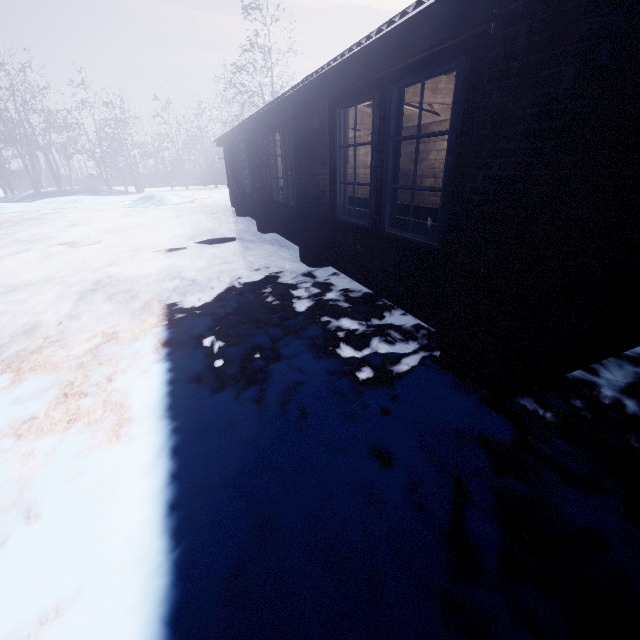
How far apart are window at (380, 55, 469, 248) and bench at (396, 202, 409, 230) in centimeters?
8cm

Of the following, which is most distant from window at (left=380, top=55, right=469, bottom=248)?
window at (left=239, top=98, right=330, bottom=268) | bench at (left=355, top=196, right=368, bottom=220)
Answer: window at (left=239, top=98, right=330, bottom=268)

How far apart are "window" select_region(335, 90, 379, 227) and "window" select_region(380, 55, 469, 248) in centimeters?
21cm

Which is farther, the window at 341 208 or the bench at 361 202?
the bench at 361 202

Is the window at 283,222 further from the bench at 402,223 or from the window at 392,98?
the window at 392,98

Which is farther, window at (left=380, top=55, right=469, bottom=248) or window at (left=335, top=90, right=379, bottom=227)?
window at (left=335, top=90, right=379, bottom=227)

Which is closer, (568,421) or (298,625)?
(298,625)

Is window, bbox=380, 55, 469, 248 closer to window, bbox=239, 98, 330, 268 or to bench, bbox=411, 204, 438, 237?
bench, bbox=411, 204, 438, 237
